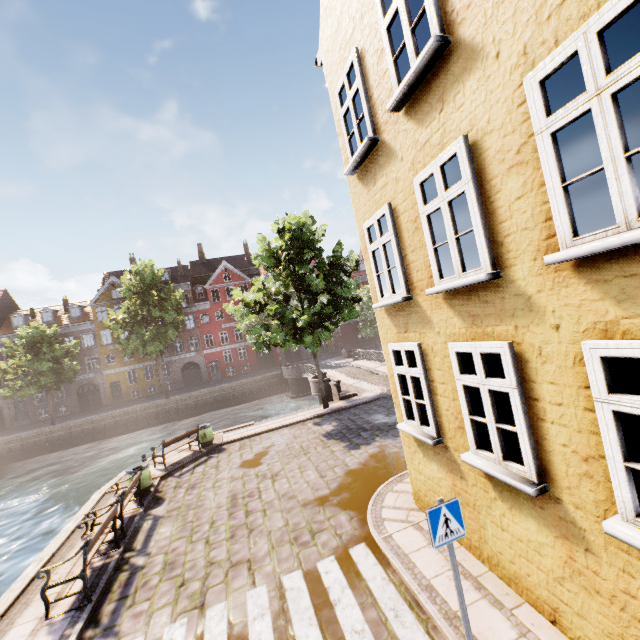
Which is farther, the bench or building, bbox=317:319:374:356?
building, bbox=317:319:374:356

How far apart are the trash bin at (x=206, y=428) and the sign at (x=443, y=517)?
12.9 meters

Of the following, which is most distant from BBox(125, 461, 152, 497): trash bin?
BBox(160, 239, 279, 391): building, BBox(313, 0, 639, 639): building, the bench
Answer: BBox(160, 239, 279, 391): building

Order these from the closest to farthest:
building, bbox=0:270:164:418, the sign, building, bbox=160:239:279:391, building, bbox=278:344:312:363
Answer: the sign < building, bbox=0:270:164:418 < building, bbox=160:239:279:391 < building, bbox=278:344:312:363

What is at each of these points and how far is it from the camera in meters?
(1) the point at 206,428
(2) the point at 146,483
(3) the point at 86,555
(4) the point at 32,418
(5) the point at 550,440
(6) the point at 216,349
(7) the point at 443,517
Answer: (1) trash bin, 14.9
(2) trash bin, 10.9
(3) bench, 6.4
(4) building, 37.9
(5) building, 3.7
(6) building, 43.8
(7) sign, 4.1

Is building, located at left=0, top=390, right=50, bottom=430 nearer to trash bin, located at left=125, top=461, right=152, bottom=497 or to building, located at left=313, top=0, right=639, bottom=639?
trash bin, located at left=125, top=461, right=152, bottom=497

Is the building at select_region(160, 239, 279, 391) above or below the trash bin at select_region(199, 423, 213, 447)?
above

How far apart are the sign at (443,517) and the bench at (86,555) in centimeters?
669cm
